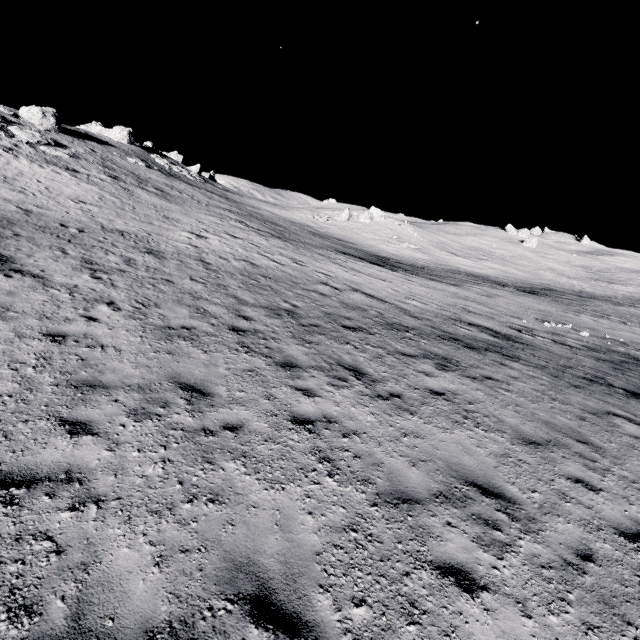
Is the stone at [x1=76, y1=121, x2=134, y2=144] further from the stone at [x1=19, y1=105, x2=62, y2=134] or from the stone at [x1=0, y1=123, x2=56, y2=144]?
the stone at [x1=0, y1=123, x2=56, y2=144]

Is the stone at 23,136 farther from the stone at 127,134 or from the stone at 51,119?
the stone at 127,134

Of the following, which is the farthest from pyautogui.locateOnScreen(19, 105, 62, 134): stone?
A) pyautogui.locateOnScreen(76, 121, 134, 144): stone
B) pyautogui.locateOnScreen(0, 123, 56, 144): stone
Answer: pyautogui.locateOnScreen(76, 121, 134, 144): stone

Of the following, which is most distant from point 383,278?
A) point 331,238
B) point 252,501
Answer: point 331,238

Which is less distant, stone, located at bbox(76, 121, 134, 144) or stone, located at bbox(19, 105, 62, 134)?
stone, located at bbox(19, 105, 62, 134)

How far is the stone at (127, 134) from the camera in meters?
49.8

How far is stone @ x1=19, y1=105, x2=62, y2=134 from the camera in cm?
3291
